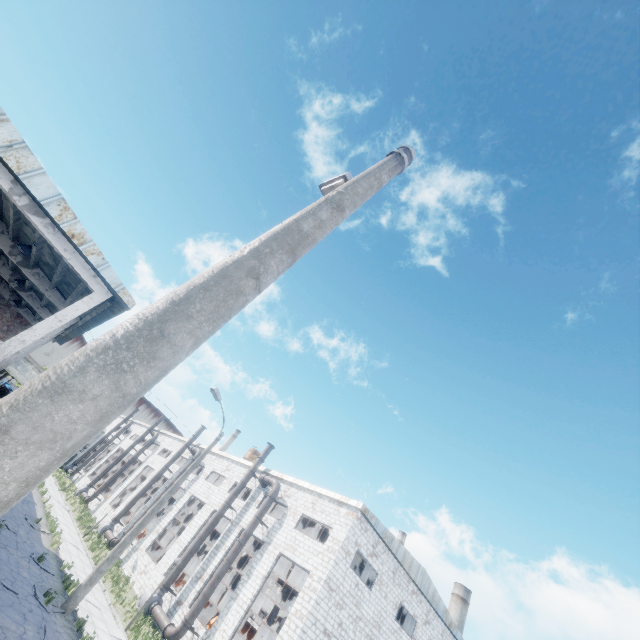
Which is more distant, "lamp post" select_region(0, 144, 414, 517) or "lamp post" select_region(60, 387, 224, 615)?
"lamp post" select_region(60, 387, 224, 615)

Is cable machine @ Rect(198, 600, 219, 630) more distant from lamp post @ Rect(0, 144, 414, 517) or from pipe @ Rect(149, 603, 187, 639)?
lamp post @ Rect(0, 144, 414, 517)

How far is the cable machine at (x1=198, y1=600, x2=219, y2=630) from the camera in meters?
21.4 m

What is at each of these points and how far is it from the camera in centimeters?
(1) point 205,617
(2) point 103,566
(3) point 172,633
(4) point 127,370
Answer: (1) cable machine, 2292cm
(2) lamp post, 1385cm
(3) pipe, 1791cm
(4) lamp post, 157cm

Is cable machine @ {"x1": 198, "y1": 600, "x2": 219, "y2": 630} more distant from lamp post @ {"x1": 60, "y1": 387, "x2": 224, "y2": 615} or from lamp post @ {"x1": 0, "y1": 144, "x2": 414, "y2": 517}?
lamp post @ {"x1": 0, "y1": 144, "x2": 414, "y2": 517}

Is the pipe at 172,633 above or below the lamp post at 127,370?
below

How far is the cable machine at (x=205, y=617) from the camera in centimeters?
2141cm

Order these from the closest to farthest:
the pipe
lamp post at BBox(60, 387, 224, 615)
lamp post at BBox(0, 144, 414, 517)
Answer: lamp post at BBox(0, 144, 414, 517) < lamp post at BBox(60, 387, 224, 615) < the pipe
